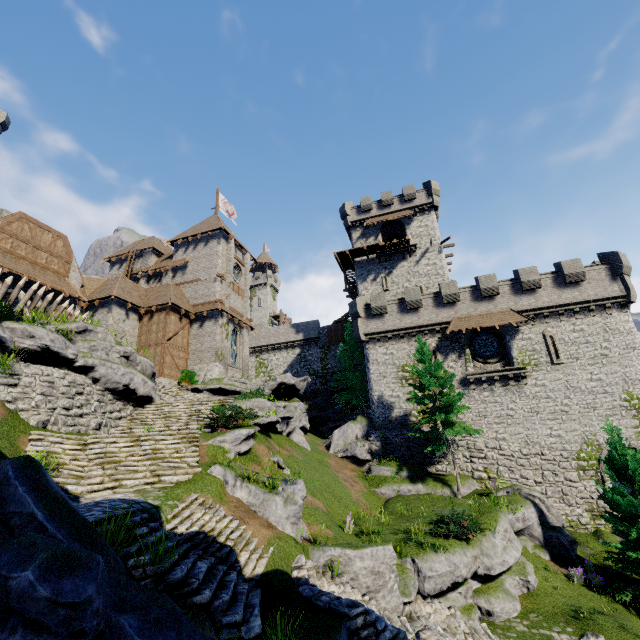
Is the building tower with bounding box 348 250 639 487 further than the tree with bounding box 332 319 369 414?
No

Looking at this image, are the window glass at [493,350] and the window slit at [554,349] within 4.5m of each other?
yes

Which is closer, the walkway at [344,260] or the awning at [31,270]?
the awning at [31,270]

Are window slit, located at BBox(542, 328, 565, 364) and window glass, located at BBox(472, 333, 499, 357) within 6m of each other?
yes

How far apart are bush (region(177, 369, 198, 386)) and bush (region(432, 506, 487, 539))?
19.3 meters

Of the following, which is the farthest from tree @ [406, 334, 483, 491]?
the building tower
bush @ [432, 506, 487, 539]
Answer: bush @ [432, 506, 487, 539]

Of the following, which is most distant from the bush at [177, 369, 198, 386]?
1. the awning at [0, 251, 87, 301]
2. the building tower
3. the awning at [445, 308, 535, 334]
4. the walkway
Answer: the awning at [445, 308, 535, 334]

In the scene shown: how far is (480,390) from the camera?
24.72m
